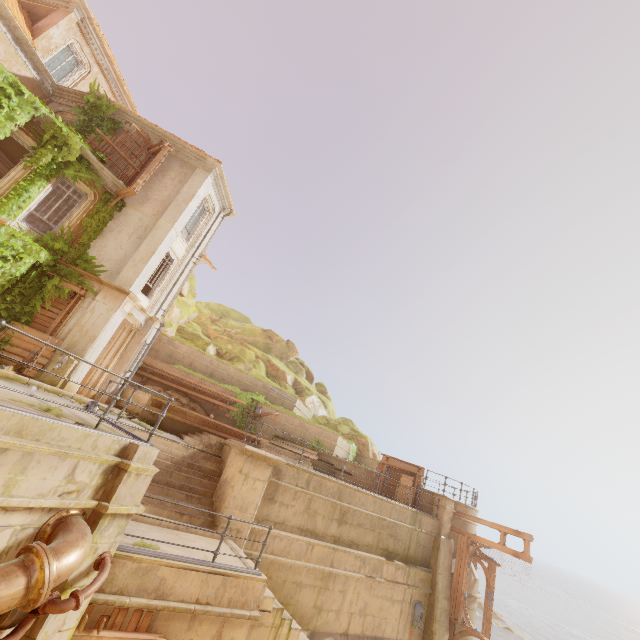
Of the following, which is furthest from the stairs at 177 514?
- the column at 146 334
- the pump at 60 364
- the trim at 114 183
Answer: the trim at 114 183

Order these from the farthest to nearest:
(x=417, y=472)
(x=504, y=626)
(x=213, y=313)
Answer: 1. (x=213, y=313)
2. (x=504, y=626)
3. (x=417, y=472)

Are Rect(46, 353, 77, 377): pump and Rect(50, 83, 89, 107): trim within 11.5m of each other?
no

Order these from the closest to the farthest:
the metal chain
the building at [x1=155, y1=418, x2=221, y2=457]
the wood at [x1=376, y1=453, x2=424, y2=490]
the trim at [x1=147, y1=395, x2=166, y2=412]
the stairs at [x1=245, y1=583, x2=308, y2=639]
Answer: the stairs at [x1=245, y1=583, x2=308, y2=639]
the building at [x1=155, y1=418, x2=221, y2=457]
the metal chain
the trim at [x1=147, y1=395, x2=166, y2=412]
the wood at [x1=376, y1=453, x2=424, y2=490]

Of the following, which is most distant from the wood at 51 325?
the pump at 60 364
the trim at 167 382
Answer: the trim at 167 382

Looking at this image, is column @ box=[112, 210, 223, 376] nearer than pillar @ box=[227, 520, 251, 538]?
No

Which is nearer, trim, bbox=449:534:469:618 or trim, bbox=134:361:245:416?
trim, bbox=449:534:469:618

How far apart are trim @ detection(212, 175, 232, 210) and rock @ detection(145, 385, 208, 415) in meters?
10.8
